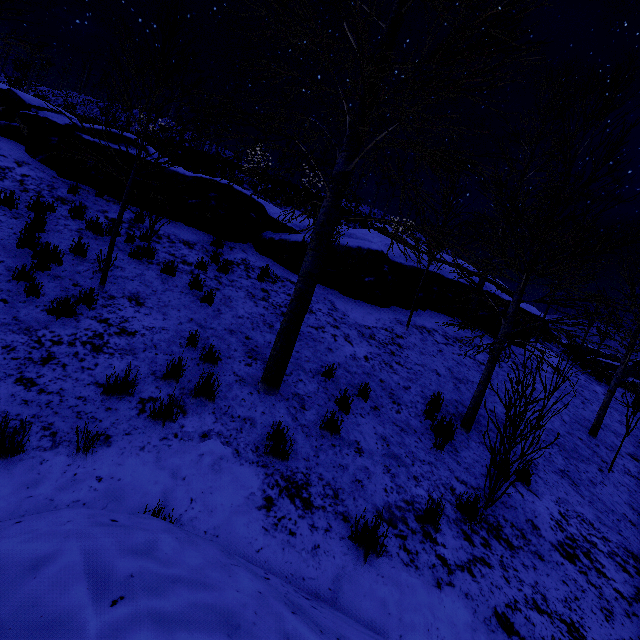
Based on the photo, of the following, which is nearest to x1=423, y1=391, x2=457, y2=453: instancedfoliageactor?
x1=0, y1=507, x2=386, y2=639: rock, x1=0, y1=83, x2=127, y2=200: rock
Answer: x1=0, y1=83, x2=127, y2=200: rock

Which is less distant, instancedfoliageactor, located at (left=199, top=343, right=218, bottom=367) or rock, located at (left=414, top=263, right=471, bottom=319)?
instancedfoliageactor, located at (left=199, top=343, right=218, bottom=367)

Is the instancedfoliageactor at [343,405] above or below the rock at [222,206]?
below

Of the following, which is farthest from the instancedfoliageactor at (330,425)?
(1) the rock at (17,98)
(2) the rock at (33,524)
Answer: (2) the rock at (33,524)

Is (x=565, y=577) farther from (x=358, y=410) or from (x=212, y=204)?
(x=212, y=204)

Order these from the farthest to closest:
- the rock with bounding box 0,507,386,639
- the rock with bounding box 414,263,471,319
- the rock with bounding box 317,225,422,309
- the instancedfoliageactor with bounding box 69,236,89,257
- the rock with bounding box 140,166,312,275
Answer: the rock with bounding box 414,263,471,319
the rock with bounding box 317,225,422,309
the rock with bounding box 140,166,312,275
the instancedfoliageactor with bounding box 69,236,89,257
the rock with bounding box 0,507,386,639

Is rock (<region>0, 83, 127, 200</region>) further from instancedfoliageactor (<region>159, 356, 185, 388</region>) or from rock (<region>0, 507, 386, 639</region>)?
rock (<region>0, 507, 386, 639</region>)
